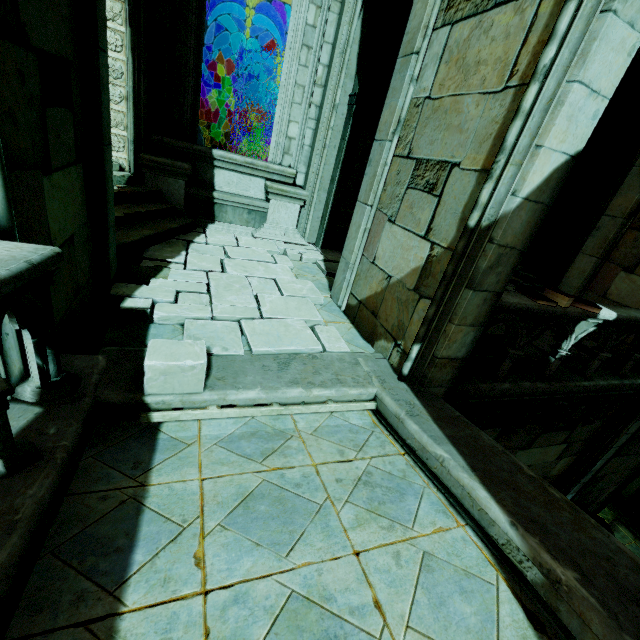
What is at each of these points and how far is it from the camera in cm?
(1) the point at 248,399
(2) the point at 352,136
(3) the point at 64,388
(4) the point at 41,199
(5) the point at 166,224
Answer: (1) trim, 303
(2) window, 702
(3) bridge railing, 243
(4) buttress, 243
(5) stone column, 609

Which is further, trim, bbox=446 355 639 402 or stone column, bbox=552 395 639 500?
stone column, bbox=552 395 639 500

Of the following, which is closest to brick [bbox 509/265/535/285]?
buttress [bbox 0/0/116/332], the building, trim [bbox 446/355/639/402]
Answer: the building

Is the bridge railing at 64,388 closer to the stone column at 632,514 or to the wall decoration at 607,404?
the wall decoration at 607,404

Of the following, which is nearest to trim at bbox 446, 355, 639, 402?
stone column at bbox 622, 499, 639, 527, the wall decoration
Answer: the wall decoration

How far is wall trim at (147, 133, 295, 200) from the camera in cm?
660

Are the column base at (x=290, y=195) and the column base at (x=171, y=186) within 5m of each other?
yes

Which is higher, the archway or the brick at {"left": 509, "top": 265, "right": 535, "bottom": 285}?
the archway
